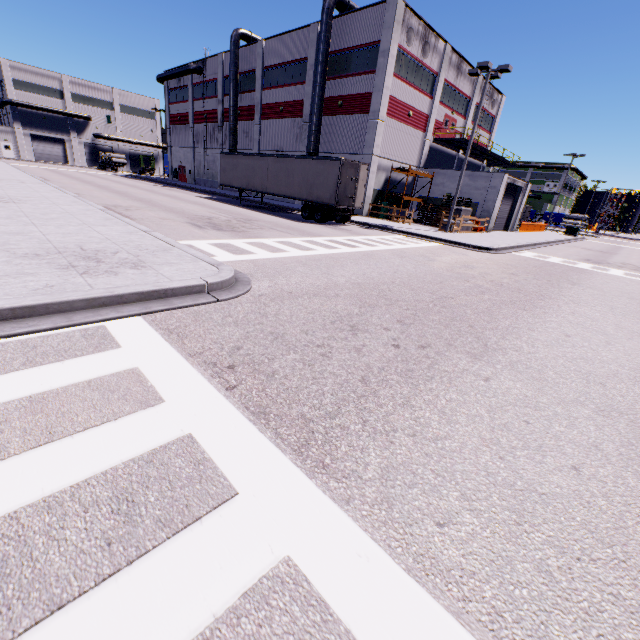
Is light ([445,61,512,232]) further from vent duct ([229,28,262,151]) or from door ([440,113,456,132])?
door ([440,113,456,132])

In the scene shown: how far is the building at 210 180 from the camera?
39.22m

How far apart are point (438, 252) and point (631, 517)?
14.18m

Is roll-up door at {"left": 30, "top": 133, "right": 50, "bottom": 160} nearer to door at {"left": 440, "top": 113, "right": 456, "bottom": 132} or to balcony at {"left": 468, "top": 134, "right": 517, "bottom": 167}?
balcony at {"left": 468, "top": 134, "right": 517, "bottom": 167}

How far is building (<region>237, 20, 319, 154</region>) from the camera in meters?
29.5 m

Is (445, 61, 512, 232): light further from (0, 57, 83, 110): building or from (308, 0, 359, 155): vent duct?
(308, 0, 359, 155): vent duct

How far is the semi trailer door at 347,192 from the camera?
19.5 meters
